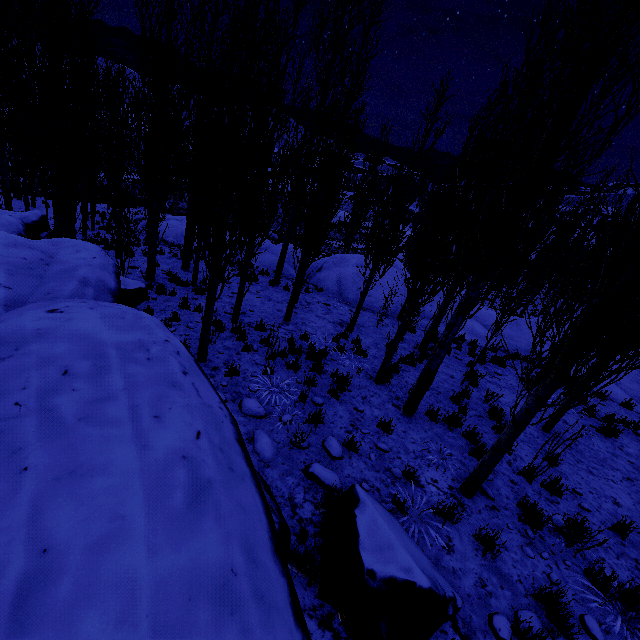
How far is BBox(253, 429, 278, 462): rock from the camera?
4.68m

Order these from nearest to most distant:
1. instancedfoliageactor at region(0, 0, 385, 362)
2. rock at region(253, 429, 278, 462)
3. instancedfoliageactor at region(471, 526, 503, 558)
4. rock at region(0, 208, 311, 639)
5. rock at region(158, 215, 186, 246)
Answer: rock at region(0, 208, 311, 639) → instancedfoliageactor at region(471, 526, 503, 558) → rock at region(253, 429, 278, 462) → instancedfoliageactor at region(0, 0, 385, 362) → rock at region(158, 215, 186, 246)

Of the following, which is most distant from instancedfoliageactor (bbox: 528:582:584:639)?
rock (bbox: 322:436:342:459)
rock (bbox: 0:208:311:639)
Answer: rock (bbox: 322:436:342:459)

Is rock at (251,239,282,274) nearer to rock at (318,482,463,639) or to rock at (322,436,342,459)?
rock at (318,482,463,639)

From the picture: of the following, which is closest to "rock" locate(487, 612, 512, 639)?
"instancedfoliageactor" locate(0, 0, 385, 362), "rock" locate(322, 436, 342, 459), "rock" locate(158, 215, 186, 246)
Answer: "instancedfoliageactor" locate(0, 0, 385, 362)

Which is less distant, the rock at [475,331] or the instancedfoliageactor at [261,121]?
the instancedfoliageactor at [261,121]

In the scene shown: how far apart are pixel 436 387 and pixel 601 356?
5.2 meters

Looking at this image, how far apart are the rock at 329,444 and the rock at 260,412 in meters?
1.1 m
